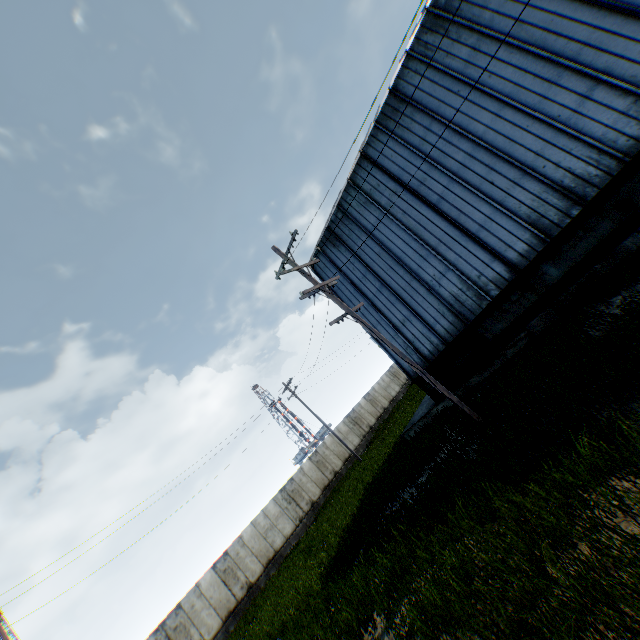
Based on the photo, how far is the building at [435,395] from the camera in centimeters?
1608cm

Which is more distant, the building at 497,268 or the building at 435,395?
the building at 435,395

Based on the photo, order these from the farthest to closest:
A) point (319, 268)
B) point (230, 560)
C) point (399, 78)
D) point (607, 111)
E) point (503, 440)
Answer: point (230, 560)
point (319, 268)
point (399, 78)
point (607, 111)
point (503, 440)

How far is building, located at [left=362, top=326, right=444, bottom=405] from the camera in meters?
16.1 m

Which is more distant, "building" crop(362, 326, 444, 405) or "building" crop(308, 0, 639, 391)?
"building" crop(362, 326, 444, 405)
